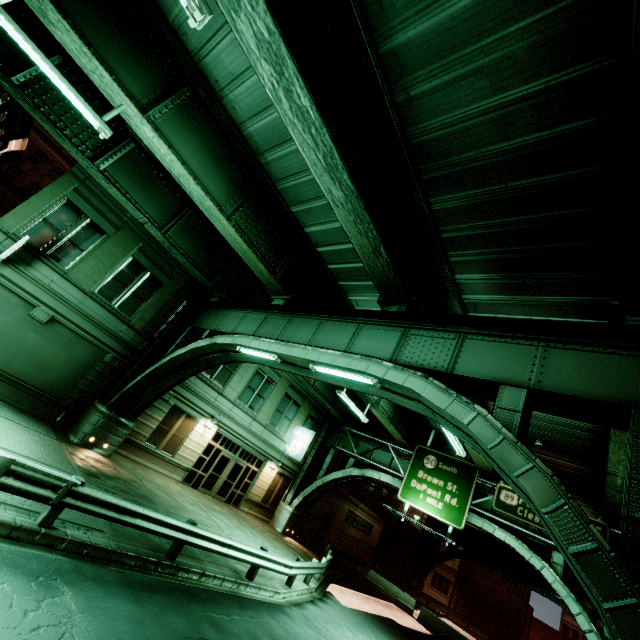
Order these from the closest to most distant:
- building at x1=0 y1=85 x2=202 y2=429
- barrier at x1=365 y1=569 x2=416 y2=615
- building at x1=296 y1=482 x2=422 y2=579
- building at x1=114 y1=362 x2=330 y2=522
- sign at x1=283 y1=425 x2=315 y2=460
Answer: building at x1=0 y1=85 x2=202 y2=429 < building at x1=114 y1=362 x2=330 y2=522 < sign at x1=283 y1=425 x2=315 y2=460 < barrier at x1=365 y1=569 x2=416 y2=615 < building at x1=296 y1=482 x2=422 y2=579

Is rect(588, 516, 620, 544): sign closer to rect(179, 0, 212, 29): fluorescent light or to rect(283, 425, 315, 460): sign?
rect(283, 425, 315, 460): sign

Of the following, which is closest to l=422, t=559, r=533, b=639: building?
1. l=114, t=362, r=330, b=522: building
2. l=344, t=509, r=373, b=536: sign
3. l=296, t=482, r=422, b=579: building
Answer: l=296, t=482, r=422, b=579: building

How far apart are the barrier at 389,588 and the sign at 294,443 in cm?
1232

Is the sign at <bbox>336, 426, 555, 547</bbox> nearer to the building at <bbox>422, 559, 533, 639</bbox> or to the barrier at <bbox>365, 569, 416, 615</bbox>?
the barrier at <bbox>365, 569, 416, 615</bbox>

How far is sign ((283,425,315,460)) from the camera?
23.8 meters

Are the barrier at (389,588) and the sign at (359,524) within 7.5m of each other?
yes

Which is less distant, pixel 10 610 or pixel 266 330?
pixel 10 610
